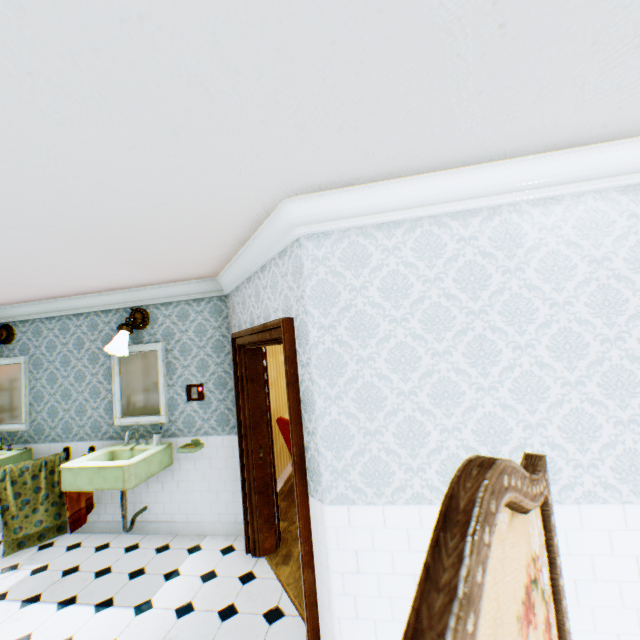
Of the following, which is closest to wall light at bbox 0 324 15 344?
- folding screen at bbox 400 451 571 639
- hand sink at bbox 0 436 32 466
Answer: hand sink at bbox 0 436 32 466

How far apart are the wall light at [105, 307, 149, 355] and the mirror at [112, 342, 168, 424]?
0.23m

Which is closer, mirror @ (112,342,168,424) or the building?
the building

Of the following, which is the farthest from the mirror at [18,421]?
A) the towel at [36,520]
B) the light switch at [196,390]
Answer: the light switch at [196,390]

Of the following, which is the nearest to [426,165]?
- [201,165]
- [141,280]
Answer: [201,165]

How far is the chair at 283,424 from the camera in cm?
459

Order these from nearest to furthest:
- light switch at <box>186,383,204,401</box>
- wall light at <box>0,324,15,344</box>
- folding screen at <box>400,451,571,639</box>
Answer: folding screen at <box>400,451,571,639</box> → light switch at <box>186,383,204,401</box> → wall light at <box>0,324,15,344</box>

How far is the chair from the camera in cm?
459
